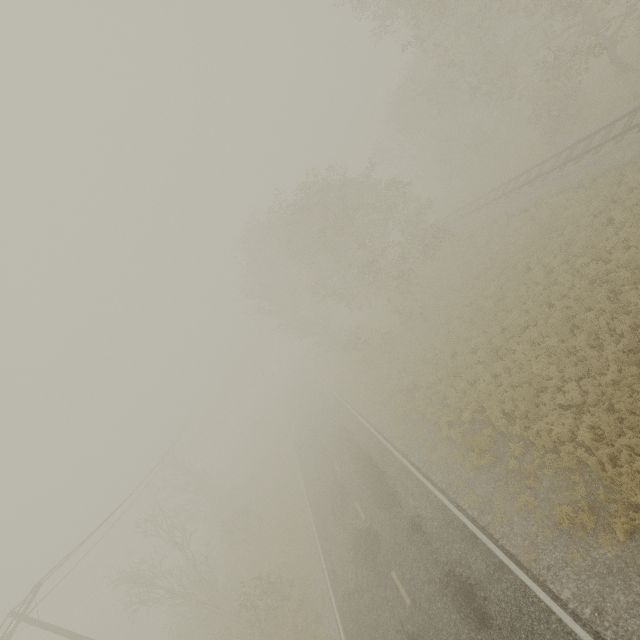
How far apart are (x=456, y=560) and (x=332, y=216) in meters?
20.1
